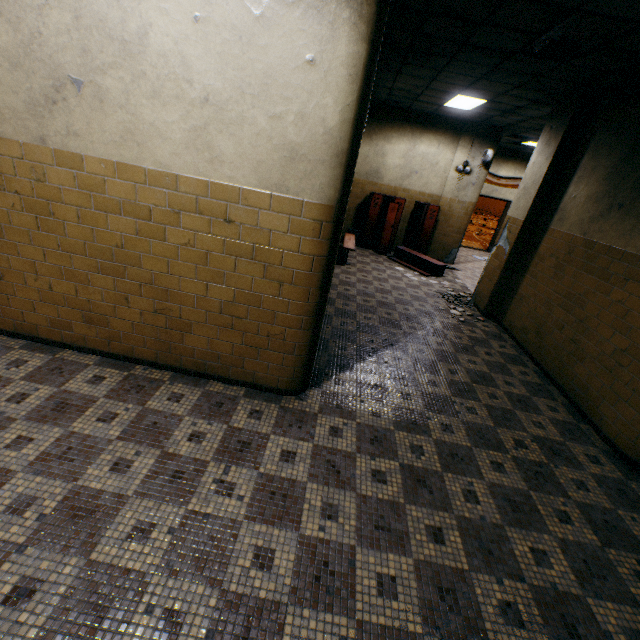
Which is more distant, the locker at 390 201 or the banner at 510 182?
the banner at 510 182

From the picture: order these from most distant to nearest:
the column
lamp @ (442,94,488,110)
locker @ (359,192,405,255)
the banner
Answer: the banner, locker @ (359,192,405,255), lamp @ (442,94,488,110), the column

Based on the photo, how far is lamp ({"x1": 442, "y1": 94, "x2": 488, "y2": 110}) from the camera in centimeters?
674cm

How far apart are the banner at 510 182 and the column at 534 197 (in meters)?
7.31

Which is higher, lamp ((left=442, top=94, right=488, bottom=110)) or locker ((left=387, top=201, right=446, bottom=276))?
lamp ((left=442, top=94, right=488, bottom=110))

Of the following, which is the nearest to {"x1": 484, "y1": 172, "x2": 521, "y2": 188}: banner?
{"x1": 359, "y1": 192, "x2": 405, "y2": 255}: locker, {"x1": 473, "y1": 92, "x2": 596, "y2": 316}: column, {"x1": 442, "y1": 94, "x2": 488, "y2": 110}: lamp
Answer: {"x1": 359, "y1": 192, "x2": 405, "y2": 255}: locker

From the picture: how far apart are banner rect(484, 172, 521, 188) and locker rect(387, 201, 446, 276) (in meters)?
4.22

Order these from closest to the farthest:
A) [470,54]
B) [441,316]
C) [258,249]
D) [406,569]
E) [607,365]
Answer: [406,569] → [258,249] → [607,365] → [470,54] → [441,316]
